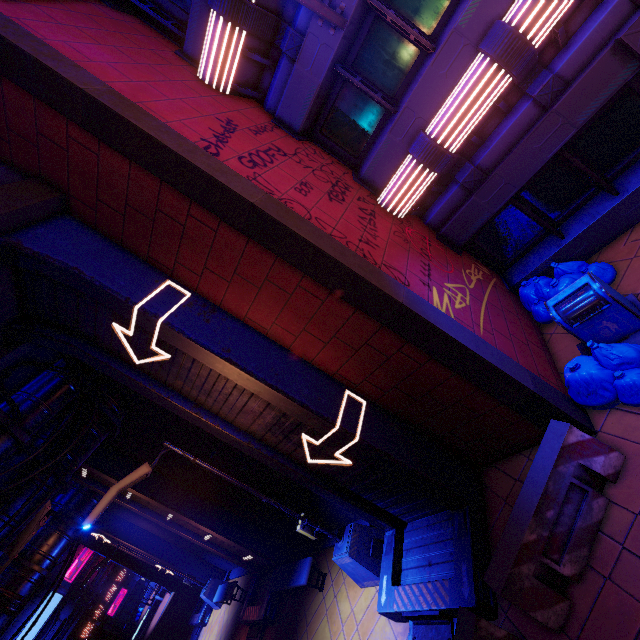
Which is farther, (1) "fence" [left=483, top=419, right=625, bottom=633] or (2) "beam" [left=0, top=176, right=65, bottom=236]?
(2) "beam" [left=0, top=176, right=65, bottom=236]

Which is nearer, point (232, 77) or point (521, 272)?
point (232, 77)

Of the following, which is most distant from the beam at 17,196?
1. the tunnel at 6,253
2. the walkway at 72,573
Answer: the walkway at 72,573

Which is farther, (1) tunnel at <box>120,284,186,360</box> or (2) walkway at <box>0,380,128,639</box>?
(2) walkway at <box>0,380,128,639</box>

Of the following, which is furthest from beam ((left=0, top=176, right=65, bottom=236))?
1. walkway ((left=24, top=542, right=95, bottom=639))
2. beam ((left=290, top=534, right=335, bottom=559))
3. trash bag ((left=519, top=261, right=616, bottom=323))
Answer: walkway ((left=24, top=542, right=95, bottom=639))

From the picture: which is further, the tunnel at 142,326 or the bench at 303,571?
the bench at 303,571

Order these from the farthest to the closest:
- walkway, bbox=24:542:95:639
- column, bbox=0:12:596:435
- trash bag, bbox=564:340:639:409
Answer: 1. walkway, bbox=24:542:95:639
2. trash bag, bbox=564:340:639:409
3. column, bbox=0:12:596:435

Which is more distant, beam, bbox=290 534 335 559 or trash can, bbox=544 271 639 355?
beam, bbox=290 534 335 559
